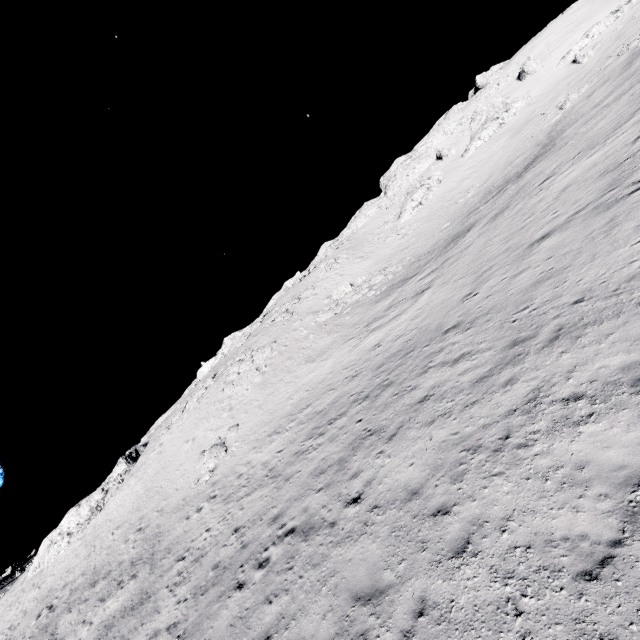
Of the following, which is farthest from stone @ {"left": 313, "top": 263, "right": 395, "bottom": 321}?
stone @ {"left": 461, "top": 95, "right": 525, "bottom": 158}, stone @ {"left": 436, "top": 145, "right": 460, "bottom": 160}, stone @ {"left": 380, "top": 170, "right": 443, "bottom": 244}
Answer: stone @ {"left": 436, "top": 145, "right": 460, "bottom": 160}

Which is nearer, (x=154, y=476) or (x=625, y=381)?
(x=625, y=381)

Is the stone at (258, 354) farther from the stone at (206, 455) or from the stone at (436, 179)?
the stone at (436, 179)

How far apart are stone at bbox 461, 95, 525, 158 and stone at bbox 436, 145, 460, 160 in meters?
2.7

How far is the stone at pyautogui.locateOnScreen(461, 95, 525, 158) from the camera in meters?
48.8 m

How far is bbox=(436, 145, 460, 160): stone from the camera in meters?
54.8

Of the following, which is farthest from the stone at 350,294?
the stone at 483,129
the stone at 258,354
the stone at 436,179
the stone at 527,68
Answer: the stone at 527,68

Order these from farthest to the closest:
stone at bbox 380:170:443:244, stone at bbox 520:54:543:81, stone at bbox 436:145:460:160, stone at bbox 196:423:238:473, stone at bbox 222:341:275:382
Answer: stone at bbox 436:145:460:160 < stone at bbox 520:54:543:81 < stone at bbox 380:170:443:244 < stone at bbox 222:341:275:382 < stone at bbox 196:423:238:473
